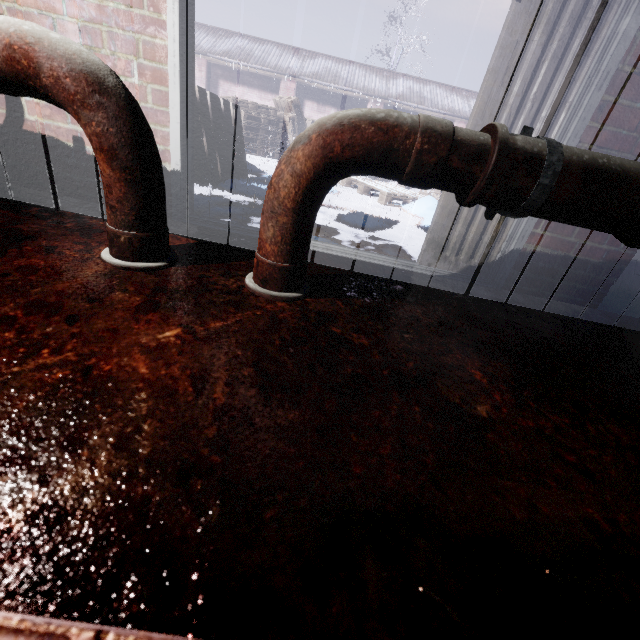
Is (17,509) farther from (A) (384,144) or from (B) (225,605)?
(A) (384,144)

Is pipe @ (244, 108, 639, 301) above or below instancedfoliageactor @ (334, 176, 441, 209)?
above

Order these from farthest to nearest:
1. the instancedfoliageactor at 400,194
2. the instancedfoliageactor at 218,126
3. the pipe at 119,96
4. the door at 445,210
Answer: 1. the instancedfoliageactor at 400,194
2. the instancedfoliageactor at 218,126
3. the door at 445,210
4. the pipe at 119,96

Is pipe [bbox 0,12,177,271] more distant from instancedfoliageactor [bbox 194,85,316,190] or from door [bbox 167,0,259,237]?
instancedfoliageactor [bbox 194,85,316,190]

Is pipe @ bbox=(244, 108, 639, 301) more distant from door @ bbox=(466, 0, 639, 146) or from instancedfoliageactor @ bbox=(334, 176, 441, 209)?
instancedfoliageactor @ bbox=(334, 176, 441, 209)

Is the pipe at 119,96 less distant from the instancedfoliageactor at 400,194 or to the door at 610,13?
the door at 610,13
